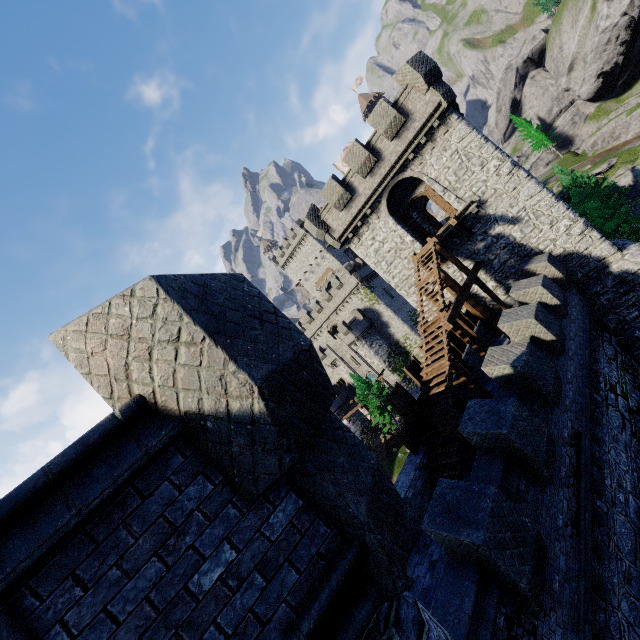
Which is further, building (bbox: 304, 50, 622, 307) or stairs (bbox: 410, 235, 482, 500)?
building (bbox: 304, 50, 622, 307)

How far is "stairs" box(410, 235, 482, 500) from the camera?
11.3m

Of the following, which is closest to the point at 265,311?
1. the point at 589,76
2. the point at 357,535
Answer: the point at 357,535

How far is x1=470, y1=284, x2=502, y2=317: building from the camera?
20.03m

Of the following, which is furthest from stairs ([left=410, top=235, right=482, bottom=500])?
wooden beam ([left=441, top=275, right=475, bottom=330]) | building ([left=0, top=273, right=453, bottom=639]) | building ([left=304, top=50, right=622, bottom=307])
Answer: building ([left=0, top=273, right=453, bottom=639])

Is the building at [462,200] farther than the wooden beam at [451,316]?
Yes

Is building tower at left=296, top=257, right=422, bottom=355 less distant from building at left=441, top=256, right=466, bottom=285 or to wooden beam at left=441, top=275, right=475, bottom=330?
building at left=441, top=256, right=466, bottom=285

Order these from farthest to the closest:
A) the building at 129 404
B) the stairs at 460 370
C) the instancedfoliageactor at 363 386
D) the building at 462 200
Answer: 1. the instancedfoliageactor at 363 386
2. the building at 462 200
3. the stairs at 460 370
4. the building at 129 404
